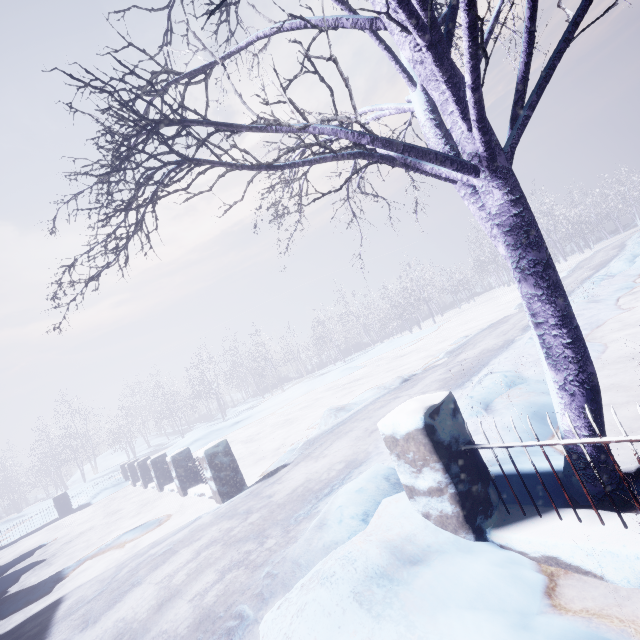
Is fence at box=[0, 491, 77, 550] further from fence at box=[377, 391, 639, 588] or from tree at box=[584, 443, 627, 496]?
fence at box=[377, 391, 639, 588]

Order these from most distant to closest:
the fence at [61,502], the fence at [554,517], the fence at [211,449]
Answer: the fence at [61,502] < the fence at [211,449] < the fence at [554,517]

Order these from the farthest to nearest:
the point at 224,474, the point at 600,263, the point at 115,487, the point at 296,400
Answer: the point at 296,400 → the point at 600,263 → the point at 115,487 → the point at 224,474

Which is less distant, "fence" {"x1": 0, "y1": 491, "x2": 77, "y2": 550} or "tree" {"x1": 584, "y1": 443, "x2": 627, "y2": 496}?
A: "tree" {"x1": 584, "y1": 443, "x2": 627, "y2": 496}

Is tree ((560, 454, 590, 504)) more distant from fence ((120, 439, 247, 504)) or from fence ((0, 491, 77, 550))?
fence ((0, 491, 77, 550))

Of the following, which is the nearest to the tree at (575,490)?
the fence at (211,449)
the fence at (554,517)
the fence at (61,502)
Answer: the fence at (554,517)
